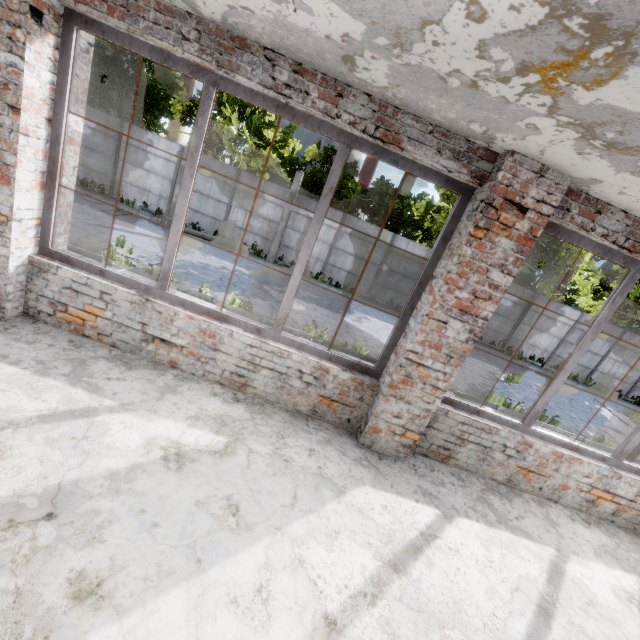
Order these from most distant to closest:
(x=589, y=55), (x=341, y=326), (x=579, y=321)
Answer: (x=579, y=321) < (x=341, y=326) < (x=589, y=55)
